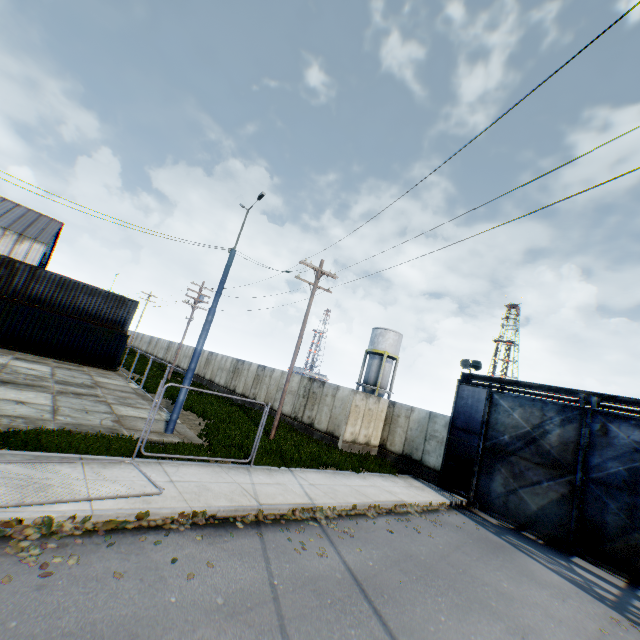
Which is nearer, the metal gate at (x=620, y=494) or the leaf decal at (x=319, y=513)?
the leaf decal at (x=319, y=513)

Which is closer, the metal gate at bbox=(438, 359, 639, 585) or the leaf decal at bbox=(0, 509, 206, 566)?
the leaf decal at bbox=(0, 509, 206, 566)

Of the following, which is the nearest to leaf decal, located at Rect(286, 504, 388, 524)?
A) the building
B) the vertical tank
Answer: the vertical tank

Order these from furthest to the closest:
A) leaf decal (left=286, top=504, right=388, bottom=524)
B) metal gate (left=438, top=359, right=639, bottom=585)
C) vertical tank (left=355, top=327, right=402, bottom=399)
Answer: vertical tank (left=355, top=327, right=402, bottom=399) < metal gate (left=438, top=359, right=639, bottom=585) < leaf decal (left=286, top=504, right=388, bottom=524)

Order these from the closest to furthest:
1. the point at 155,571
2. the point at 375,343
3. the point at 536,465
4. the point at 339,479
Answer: the point at 155,571 < the point at 339,479 < the point at 536,465 < the point at 375,343

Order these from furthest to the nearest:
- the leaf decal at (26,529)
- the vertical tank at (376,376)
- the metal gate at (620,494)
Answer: the vertical tank at (376,376), the metal gate at (620,494), the leaf decal at (26,529)

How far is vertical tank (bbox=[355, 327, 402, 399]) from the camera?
40.12m

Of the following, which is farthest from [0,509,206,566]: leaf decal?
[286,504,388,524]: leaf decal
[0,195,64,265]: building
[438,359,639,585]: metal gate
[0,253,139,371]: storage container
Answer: [0,195,64,265]: building
